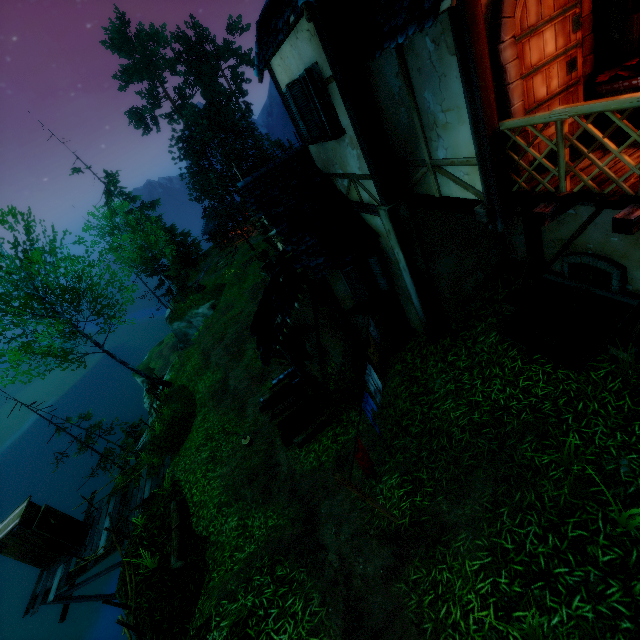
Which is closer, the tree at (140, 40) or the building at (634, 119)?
the building at (634, 119)

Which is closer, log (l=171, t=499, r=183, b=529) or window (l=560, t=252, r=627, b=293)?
window (l=560, t=252, r=627, b=293)

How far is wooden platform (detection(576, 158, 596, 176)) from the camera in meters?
4.1 m

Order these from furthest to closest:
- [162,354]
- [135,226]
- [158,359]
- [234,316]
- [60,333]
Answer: [162,354] < [158,359] < [135,226] < [234,316] < [60,333]

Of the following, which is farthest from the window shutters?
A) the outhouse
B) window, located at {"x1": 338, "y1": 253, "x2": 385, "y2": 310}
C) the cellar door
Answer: the outhouse

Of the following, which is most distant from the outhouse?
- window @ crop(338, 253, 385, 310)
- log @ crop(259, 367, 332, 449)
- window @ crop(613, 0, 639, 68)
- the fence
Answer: window @ crop(613, 0, 639, 68)

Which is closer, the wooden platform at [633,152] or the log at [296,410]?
the wooden platform at [633,152]

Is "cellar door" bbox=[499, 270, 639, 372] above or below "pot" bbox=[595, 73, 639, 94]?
below
